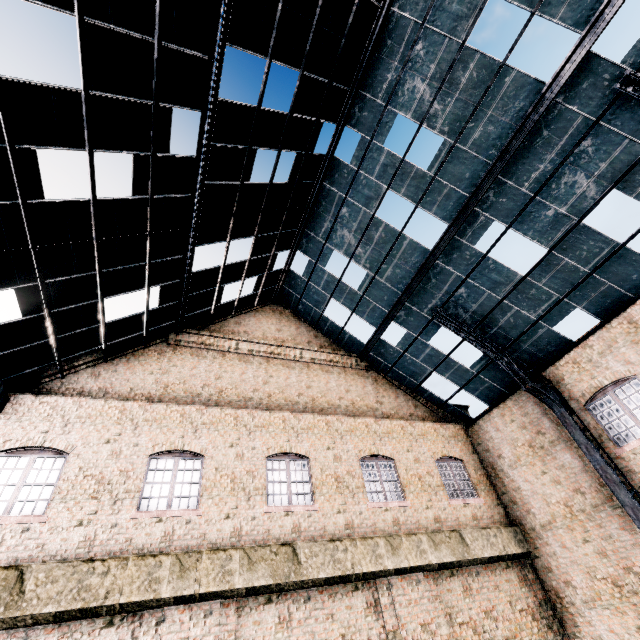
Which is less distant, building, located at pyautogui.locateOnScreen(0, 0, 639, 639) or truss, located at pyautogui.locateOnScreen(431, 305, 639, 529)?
building, located at pyautogui.locateOnScreen(0, 0, 639, 639)

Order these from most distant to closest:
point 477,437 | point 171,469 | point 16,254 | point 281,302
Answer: point 281,302
point 477,437
point 171,469
point 16,254

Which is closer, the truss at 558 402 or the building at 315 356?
the building at 315 356
